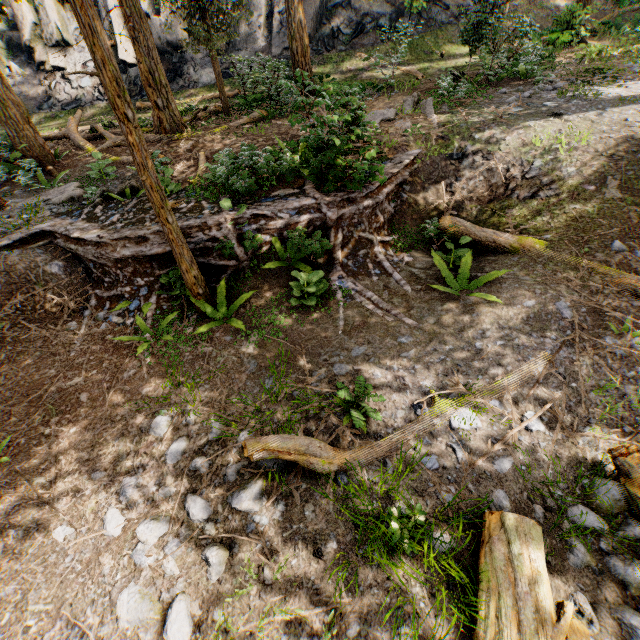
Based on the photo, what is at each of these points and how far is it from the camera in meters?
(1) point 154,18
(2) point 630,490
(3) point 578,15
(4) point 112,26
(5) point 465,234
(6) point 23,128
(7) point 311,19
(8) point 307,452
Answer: (1) rock, 19.1
(2) foliage, 3.9
(3) foliage, 16.9
(4) rock, 19.8
(5) foliage, 8.0
(6) foliage, 10.4
(7) rock, 19.9
(8) foliage, 4.1

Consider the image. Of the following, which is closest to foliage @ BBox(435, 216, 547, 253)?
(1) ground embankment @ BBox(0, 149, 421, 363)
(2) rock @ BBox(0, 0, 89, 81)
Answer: (1) ground embankment @ BBox(0, 149, 421, 363)

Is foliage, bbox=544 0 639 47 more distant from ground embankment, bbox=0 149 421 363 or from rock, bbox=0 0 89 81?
rock, bbox=0 0 89 81

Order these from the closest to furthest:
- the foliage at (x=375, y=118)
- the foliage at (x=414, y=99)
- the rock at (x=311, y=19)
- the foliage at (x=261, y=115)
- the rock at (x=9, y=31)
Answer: the foliage at (x=375, y=118), the foliage at (x=414, y=99), the foliage at (x=261, y=115), the rock at (x=9, y=31), the rock at (x=311, y=19)

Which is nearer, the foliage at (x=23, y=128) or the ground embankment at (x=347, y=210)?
the foliage at (x=23, y=128)

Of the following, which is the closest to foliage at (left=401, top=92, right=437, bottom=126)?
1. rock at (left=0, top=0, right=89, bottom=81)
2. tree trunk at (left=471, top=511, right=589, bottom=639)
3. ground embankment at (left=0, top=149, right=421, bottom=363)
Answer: ground embankment at (left=0, top=149, right=421, bottom=363)

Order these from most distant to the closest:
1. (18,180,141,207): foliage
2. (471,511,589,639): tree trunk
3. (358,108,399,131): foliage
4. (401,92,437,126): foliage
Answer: (401,92,437,126): foliage → (18,180,141,207): foliage → (358,108,399,131): foliage → (471,511,589,639): tree trunk
